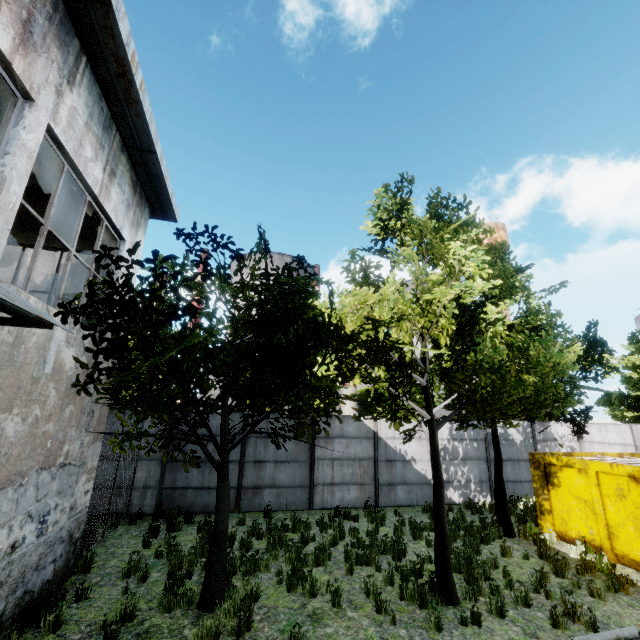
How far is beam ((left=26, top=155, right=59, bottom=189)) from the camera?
6.5 meters

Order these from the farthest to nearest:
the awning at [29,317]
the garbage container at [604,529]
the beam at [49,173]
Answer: the garbage container at [604,529], the beam at [49,173], the awning at [29,317]

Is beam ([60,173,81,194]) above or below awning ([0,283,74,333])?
above

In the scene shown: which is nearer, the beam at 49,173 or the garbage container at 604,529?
the beam at 49,173

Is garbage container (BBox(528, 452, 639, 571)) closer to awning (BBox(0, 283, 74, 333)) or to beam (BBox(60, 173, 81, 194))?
awning (BBox(0, 283, 74, 333))

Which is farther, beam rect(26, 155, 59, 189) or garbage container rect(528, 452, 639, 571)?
garbage container rect(528, 452, 639, 571)

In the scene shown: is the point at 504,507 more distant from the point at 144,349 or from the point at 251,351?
the point at 251,351

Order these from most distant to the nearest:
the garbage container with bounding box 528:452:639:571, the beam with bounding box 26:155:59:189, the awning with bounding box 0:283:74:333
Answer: the garbage container with bounding box 528:452:639:571
the beam with bounding box 26:155:59:189
the awning with bounding box 0:283:74:333
